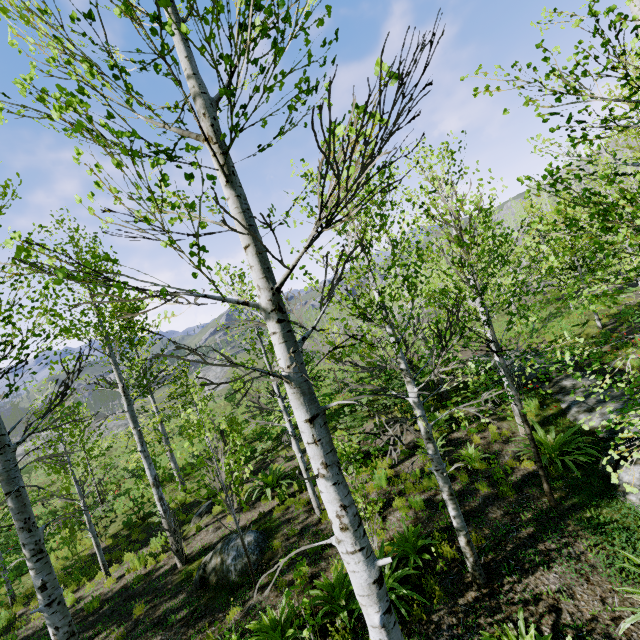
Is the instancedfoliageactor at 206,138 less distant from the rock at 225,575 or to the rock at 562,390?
the rock at 562,390

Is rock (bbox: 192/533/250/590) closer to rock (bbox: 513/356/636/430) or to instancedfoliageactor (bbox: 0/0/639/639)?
instancedfoliageactor (bbox: 0/0/639/639)

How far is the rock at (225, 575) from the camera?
7.6 meters

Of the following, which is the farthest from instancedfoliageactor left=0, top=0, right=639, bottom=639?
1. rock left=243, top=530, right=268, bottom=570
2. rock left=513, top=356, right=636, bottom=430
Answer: rock left=243, top=530, right=268, bottom=570

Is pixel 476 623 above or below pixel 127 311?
below

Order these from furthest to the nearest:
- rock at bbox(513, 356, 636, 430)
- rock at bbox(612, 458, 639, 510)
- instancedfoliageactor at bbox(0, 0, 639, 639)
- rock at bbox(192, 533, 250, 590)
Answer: rock at bbox(513, 356, 636, 430)
rock at bbox(192, 533, 250, 590)
rock at bbox(612, 458, 639, 510)
instancedfoliageactor at bbox(0, 0, 639, 639)
